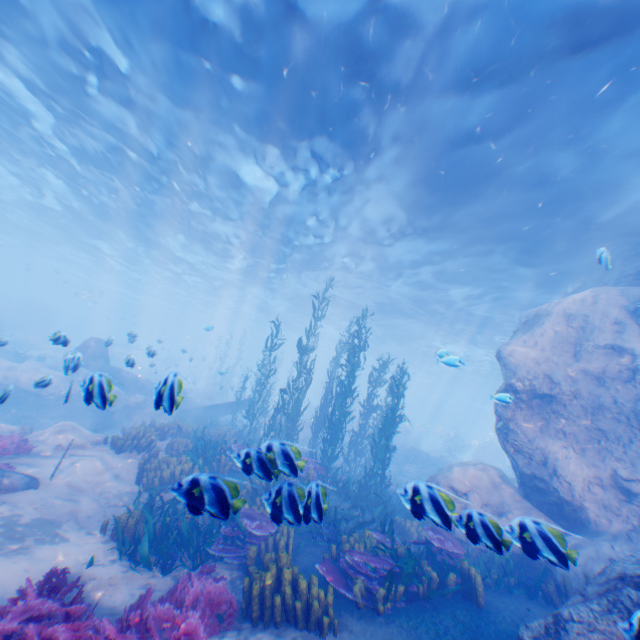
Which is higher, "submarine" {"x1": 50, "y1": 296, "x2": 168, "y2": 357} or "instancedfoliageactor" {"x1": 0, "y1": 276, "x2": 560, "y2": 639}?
"submarine" {"x1": 50, "y1": 296, "x2": 168, "y2": 357}

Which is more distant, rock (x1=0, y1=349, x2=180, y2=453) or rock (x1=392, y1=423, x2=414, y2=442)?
rock (x1=392, y1=423, x2=414, y2=442)

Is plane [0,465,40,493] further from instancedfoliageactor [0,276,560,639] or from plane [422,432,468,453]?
plane [422,432,468,453]

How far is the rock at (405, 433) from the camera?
37.8m

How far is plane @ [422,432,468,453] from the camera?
35.8 meters

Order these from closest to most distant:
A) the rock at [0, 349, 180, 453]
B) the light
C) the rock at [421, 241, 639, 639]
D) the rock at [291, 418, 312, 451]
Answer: the rock at [421, 241, 639, 639] < the rock at [0, 349, 180, 453] < the light < the rock at [291, 418, 312, 451]

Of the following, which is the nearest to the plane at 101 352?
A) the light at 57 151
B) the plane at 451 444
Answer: the light at 57 151

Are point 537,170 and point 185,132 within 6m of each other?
no
